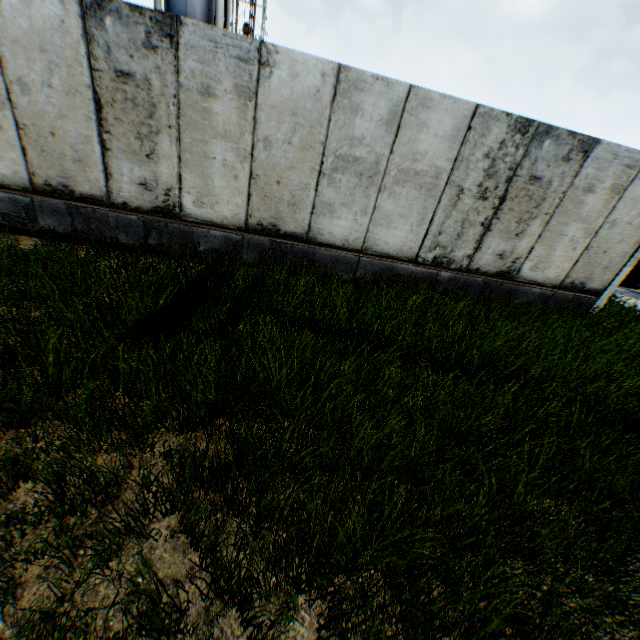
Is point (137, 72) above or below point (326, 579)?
above

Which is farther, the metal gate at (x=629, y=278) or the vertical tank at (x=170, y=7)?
the vertical tank at (x=170, y=7)

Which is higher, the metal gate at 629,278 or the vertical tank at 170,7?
the vertical tank at 170,7

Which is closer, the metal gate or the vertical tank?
the metal gate

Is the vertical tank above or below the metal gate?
above
